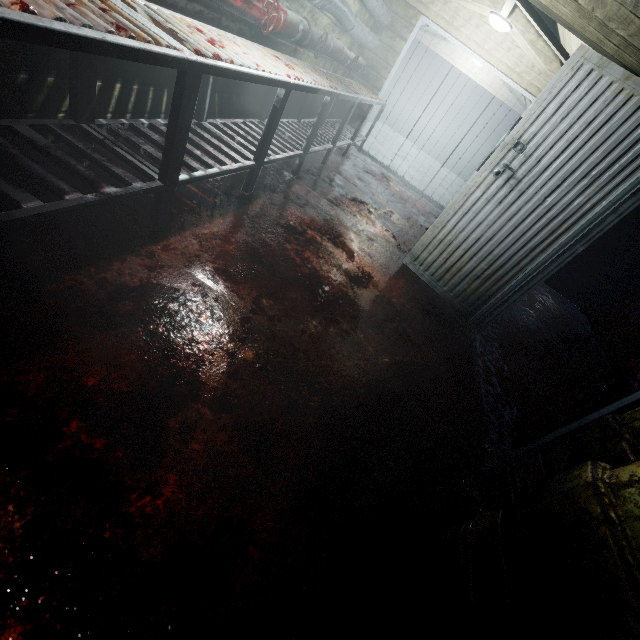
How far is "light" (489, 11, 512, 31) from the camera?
3.89m

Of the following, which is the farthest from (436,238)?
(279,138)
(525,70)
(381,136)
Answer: (381,136)

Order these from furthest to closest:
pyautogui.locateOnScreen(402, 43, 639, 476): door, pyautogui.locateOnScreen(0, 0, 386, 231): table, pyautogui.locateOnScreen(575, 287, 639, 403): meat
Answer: pyautogui.locateOnScreen(575, 287, 639, 403): meat, pyautogui.locateOnScreen(402, 43, 639, 476): door, pyautogui.locateOnScreen(0, 0, 386, 231): table

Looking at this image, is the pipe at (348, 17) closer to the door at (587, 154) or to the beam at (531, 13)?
the beam at (531, 13)

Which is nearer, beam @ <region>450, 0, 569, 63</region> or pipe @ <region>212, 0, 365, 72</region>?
pipe @ <region>212, 0, 365, 72</region>

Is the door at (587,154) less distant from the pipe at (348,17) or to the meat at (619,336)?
the meat at (619,336)

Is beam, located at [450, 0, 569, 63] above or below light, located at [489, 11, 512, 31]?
above

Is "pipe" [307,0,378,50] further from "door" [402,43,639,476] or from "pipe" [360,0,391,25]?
"door" [402,43,639,476]
